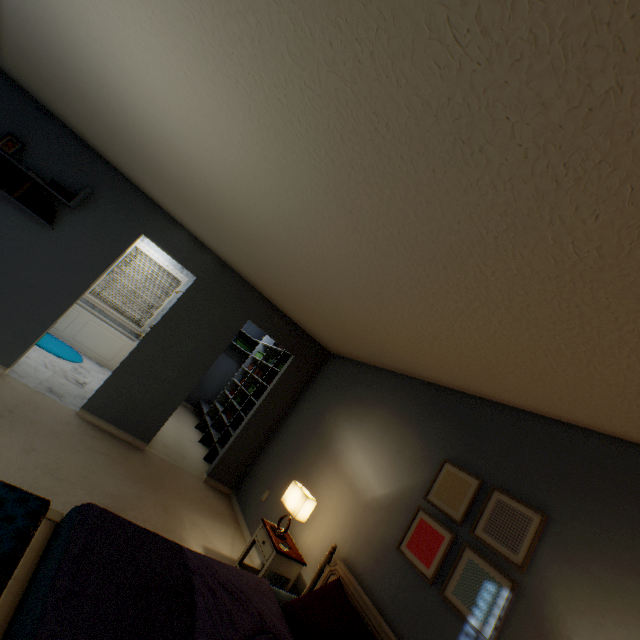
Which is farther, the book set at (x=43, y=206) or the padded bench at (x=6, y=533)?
the book set at (x=43, y=206)

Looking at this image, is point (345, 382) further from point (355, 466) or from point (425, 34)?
point (425, 34)

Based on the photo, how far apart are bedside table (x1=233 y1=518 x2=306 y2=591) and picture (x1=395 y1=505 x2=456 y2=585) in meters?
0.9 m

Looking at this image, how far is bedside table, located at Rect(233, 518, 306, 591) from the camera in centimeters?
264cm

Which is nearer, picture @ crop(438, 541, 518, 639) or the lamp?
picture @ crop(438, 541, 518, 639)

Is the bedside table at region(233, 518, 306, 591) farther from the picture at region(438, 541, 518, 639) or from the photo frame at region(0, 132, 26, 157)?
the photo frame at region(0, 132, 26, 157)

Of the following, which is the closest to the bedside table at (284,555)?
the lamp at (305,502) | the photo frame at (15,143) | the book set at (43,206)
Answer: the lamp at (305,502)

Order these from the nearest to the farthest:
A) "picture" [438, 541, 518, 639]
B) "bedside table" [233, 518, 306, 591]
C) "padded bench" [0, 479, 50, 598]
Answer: "padded bench" [0, 479, 50, 598] → "picture" [438, 541, 518, 639] → "bedside table" [233, 518, 306, 591]
